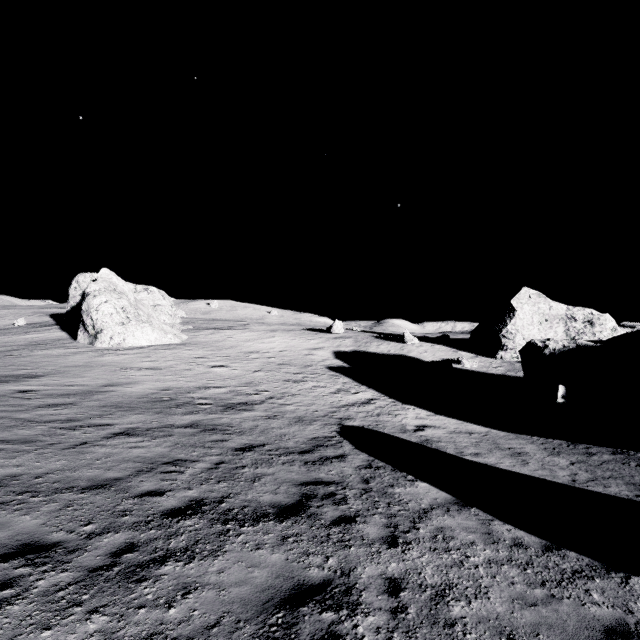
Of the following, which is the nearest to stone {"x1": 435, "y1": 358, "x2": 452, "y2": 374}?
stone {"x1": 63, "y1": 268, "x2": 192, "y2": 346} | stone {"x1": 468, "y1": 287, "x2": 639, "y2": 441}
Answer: stone {"x1": 468, "y1": 287, "x2": 639, "y2": 441}

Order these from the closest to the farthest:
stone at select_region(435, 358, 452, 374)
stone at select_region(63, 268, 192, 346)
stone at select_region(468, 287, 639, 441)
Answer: stone at select_region(468, 287, 639, 441) < stone at select_region(63, 268, 192, 346) < stone at select_region(435, 358, 452, 374)

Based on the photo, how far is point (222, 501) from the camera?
6.9 meters

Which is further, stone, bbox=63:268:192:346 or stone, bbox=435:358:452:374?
stone, bbox=435:358:452:374

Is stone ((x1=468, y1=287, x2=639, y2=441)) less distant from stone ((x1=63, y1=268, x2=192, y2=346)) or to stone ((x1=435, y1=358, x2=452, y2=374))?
stone ((x1=435, y1=358, x2=452, y2=374))

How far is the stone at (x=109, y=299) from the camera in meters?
28.6 m

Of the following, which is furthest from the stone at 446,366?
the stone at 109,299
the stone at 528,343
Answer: the stone at 109,299
